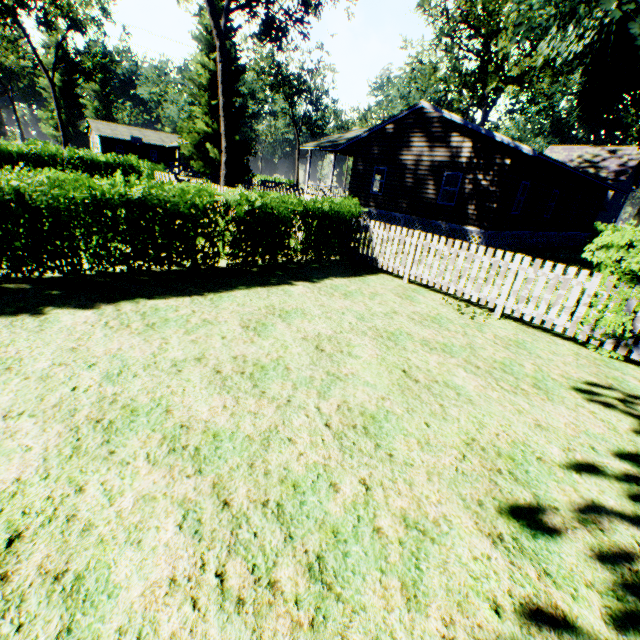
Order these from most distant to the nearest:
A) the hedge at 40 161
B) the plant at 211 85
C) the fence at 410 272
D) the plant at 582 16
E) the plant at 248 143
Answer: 1. the plant at 248 143
2. the plant at 211 85
3. the plant at 582 16
4. the fence at 410 272
5. the hedge at 40 161

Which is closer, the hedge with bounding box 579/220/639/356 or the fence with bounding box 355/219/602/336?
the hedge with bounding box 579/220/639/356

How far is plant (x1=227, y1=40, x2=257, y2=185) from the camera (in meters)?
27.12

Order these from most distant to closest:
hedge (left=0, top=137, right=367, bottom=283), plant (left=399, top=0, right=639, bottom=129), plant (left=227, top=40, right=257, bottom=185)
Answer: plant (left=227, top=40, right=257, bottom=185), plant (left=399, top=0, right=639, bottom=129), hedge (left=0, top=137, right=367, bottom=283)

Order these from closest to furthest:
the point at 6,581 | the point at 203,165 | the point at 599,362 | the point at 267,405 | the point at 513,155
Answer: the point at 6,581 < the point at 267,405 < the point at 599,362 < the point at 513,155 < the point at 203,165

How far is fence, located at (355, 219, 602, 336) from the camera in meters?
6.1 m

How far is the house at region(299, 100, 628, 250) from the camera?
15.4 meters

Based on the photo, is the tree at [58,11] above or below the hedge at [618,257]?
above
